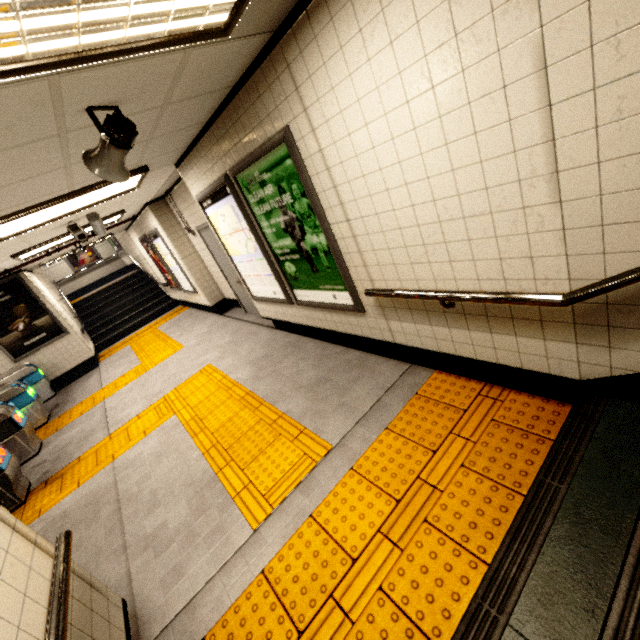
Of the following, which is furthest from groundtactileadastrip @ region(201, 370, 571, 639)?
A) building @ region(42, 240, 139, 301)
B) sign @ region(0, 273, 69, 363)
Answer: building @ region(42, 240, 139, 301)

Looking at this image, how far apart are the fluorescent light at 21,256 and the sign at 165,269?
0.7m

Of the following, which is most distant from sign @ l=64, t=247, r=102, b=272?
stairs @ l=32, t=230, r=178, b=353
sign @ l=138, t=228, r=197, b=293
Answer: sign @ l=138, t=228, r=197, b=293

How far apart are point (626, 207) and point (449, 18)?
1.2m

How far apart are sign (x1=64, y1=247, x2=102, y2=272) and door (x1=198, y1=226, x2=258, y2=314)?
11.91m

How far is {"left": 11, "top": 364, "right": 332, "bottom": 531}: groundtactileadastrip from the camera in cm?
280

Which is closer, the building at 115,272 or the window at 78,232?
the window at 78,232

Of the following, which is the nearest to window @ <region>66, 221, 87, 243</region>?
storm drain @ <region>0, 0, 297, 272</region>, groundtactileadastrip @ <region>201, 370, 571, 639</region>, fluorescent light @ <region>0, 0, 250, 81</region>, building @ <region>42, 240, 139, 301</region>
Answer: storm drain @ <region>0, 0, 297, 272</region>
